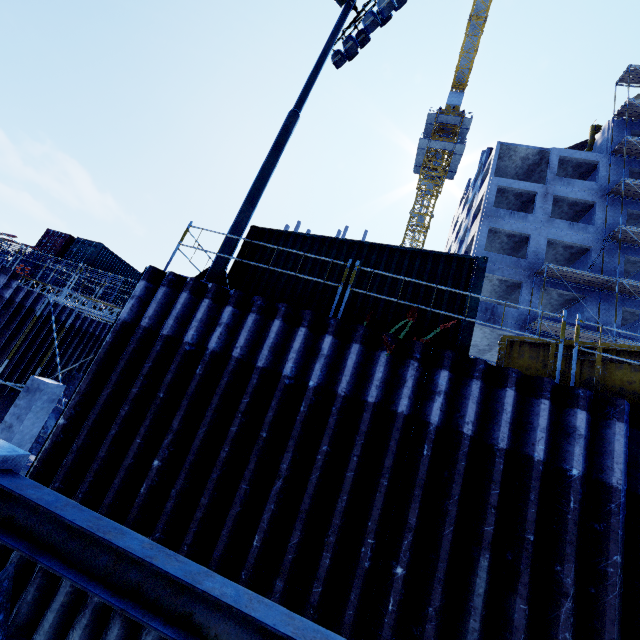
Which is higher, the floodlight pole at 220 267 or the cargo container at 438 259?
the cargo container at 438 259

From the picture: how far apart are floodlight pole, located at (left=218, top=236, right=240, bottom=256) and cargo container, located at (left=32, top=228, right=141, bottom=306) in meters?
21.2 m

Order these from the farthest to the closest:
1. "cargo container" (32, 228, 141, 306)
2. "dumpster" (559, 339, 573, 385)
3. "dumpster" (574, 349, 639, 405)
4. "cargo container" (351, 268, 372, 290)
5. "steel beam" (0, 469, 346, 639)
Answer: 1. "cargo container" (32, 228, 141, 306)
2. "cargo container" (351, 268, 372, 290)
3. "dumpster" (559, 339, 573, 385)
4. "dumpster" (574, 349, 639, 405)
5. "steel beam" (0, 469, 346, 639)

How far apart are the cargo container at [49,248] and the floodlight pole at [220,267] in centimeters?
2122cm

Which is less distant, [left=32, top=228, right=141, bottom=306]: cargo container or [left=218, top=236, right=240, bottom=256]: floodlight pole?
[left=218, top=236, right=240, bottom=256]: floodlight pole

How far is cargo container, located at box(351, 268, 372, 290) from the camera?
7.40m

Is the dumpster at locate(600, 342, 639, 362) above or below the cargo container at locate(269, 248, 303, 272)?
below

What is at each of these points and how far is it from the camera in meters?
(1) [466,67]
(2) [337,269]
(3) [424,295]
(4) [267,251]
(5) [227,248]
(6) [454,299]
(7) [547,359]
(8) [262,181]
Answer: (1) tower crane, 42.6
(2) cargo container, 7.8
(3) cargo container, 7.0
(4) cargo container, 8.5
(5) floodlight pole, 7.4
(6) cargo container, 6.8
(7) dumpster, 7.2
(8) floodlight pole, 8.1
